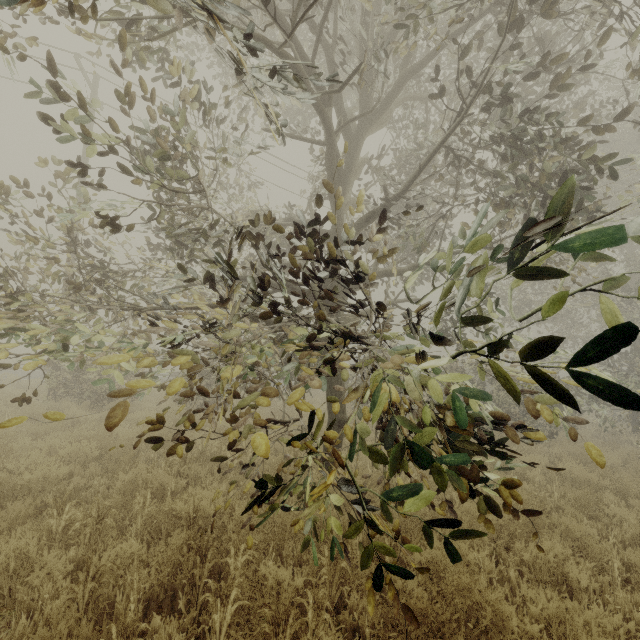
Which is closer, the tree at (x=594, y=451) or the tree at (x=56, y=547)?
the tree at (x=594, y=451)

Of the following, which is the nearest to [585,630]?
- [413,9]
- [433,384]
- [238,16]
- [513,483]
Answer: [513,483]

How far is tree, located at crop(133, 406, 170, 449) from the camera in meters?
3.0 m

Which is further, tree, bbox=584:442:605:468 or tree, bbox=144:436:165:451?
tree, bbox=144:436:165:451

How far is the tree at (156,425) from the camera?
3.0m

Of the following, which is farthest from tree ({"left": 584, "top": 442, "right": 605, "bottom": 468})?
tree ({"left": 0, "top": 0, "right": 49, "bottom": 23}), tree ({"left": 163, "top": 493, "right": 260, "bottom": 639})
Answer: tree ({"left": 163, "top": 493, "right": 260, "bottom": 639})

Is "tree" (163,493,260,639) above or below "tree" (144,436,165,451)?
below
